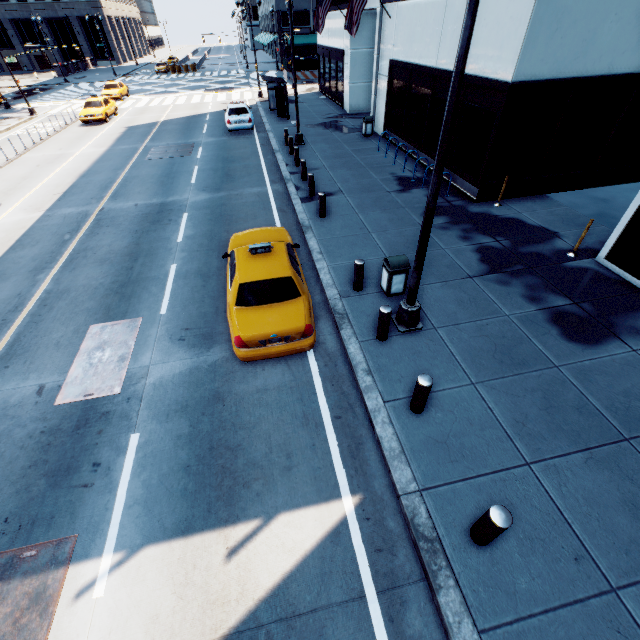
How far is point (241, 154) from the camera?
18.84m

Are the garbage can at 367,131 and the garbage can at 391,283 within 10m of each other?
no

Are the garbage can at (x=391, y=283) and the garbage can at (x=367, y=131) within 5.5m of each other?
no

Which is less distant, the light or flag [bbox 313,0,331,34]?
the light

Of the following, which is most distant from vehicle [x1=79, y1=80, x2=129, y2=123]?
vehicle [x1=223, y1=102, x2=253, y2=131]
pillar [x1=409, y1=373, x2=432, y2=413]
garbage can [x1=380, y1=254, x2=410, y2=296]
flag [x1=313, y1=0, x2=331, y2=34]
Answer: pillar [x1=409, y1=373, x2=432, y2=413]

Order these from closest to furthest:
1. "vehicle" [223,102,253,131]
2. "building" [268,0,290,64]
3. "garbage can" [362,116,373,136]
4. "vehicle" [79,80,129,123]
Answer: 1. "garbage can" [362,116,373,136]
2. "vehicle" [223,102,253,131]
3. "vehicle" [79,80,129,123]
4. "building" [268,0,290,64]

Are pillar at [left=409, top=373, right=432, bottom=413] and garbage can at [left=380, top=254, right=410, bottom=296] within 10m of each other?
yes

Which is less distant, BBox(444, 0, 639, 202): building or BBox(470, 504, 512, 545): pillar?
BBox(470, 504, 512, 545): pillar
